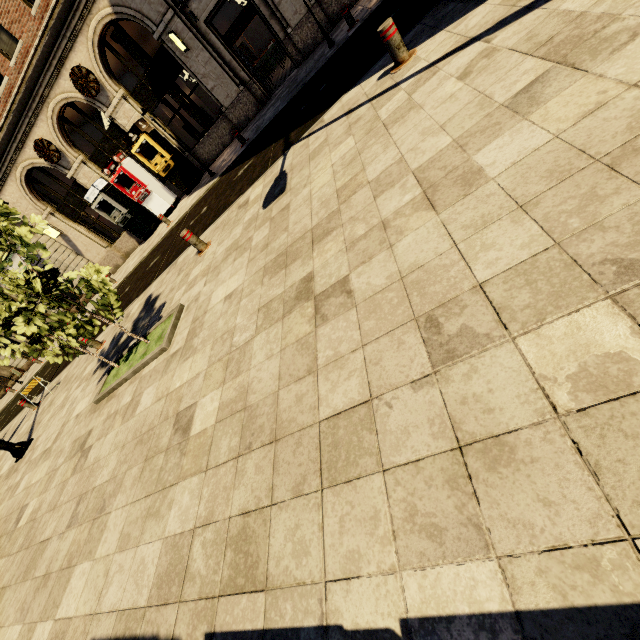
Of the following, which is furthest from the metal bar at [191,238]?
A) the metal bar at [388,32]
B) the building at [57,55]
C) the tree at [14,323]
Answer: the building at [57,55]

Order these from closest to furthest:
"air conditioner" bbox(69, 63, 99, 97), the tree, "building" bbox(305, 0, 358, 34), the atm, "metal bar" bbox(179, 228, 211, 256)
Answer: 1. the tree
2. "metal bar" bbox(179, 228, 211, 256)
3. "building" bbox(305, 0, 358, 34)
4. "air conditioner" bbox(69, 63, 99, 97)
5. the atm

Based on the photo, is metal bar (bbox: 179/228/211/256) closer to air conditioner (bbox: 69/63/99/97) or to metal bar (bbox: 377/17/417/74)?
metal bar (bbox: 377/17/417/74)

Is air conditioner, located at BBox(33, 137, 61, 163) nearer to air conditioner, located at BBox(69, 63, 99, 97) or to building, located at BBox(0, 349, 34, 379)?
building, located at BBox(0, 349, 34, 379)

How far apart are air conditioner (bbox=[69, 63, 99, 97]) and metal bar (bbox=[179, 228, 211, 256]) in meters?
11.6 m

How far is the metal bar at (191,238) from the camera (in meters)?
6.73

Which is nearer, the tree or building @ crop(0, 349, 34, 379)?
the tree

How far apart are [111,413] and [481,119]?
6.3 meters
